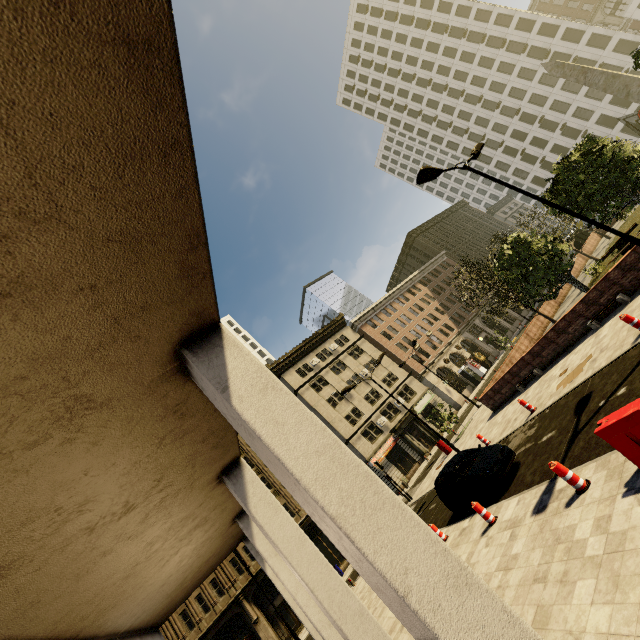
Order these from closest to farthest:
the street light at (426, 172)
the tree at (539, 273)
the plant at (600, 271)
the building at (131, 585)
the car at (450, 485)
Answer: the building at (131, 585) → the street light at (426, 172) → the car at (450, 485) → the tree at (539, 273) → the plant at (600, 271)

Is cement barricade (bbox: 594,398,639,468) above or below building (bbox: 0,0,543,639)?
below

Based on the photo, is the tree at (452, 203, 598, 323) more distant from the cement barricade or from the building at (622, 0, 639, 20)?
the building at (622, 0, 639, 20)

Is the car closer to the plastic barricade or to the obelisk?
the plastic barricade

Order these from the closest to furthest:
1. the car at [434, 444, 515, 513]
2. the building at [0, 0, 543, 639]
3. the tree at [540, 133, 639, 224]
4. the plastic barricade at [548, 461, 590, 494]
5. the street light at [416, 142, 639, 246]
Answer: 1. the building at [0, 0, 543, 639]
2. the plastic barricade at [548, 461, 590, 494]
3. the street light at [416, 142, 639, 246]
4. the car at [434, 444, 515, 513]
5. the tree at [540, 133, 639, 224]

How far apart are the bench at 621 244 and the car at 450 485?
16.30m

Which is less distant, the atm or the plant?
the plant

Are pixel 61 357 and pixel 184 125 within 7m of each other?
yes
